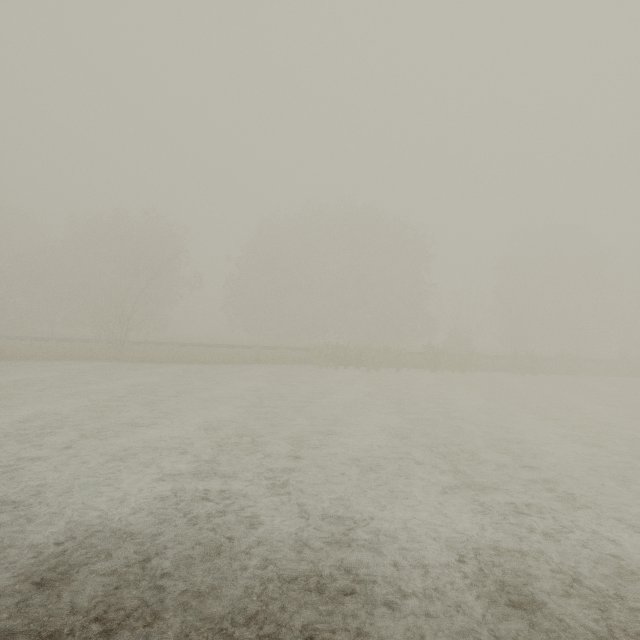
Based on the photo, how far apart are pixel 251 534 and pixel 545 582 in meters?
3.7 m
